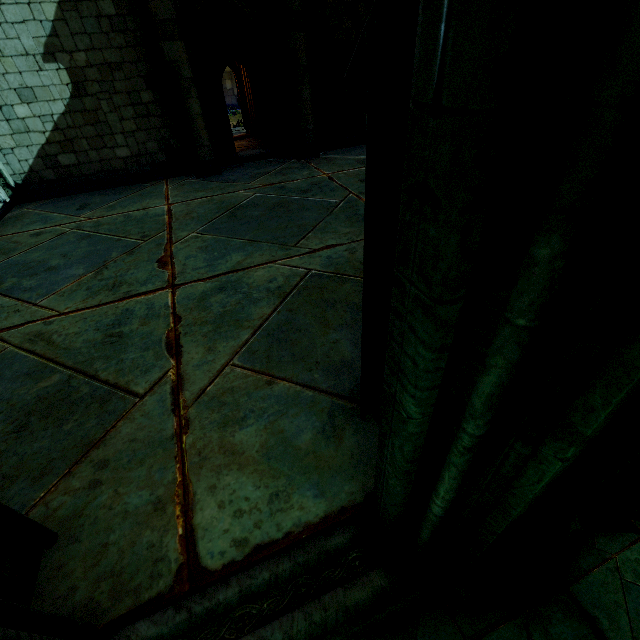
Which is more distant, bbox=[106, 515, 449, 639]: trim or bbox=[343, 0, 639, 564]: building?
bbox=[106, 515, 449, 639]: trim

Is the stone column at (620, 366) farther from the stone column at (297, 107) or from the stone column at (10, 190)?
the stone column at (10, 190)

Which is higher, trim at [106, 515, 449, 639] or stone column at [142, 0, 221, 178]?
stone column at [142, 0, 221, 178]

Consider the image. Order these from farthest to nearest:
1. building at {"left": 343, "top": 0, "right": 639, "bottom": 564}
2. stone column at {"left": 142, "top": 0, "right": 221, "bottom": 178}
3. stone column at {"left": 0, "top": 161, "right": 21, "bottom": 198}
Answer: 1. stone column at {"left": 0, "top": 161, "right": 21, "bottom": 198}
2. stone column at {"left": 142, "top": 0, "right": 221, "bottom": 178}
3. building at {"left": 343, "top": 0, "right": 639, "bottom": 564}

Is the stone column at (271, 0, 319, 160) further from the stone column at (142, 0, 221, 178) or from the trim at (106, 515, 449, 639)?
the trim at (106, 515, 449, 639)

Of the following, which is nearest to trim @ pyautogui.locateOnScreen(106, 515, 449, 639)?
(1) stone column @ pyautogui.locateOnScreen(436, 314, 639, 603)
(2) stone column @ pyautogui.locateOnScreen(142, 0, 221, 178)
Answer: (1) stone column @ pyautogui.locateOnScreen(436, 314, 639, 603)

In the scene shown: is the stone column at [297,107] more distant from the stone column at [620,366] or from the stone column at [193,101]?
the stone column at [620,366]

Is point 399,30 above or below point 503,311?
above
